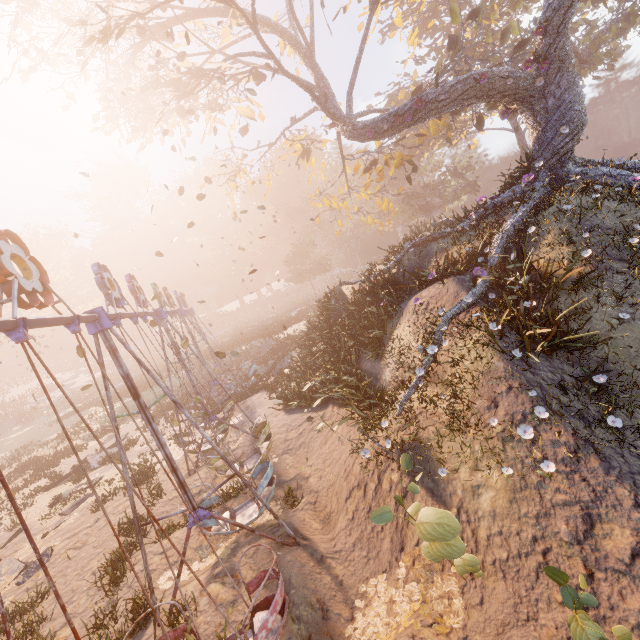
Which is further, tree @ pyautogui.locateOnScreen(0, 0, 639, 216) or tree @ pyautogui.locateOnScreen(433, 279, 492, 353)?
tree @ pyautogui.locateOnScreen(0, 0, 639, 216)

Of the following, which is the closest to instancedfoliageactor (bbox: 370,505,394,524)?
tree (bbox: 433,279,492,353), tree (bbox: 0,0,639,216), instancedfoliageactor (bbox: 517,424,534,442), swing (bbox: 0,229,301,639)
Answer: swing (bbox: 0,229,301,639)

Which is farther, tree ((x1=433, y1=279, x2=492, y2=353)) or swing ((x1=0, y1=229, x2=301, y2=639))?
tree ((x1=433, y1=279, x2=492, y2=353))

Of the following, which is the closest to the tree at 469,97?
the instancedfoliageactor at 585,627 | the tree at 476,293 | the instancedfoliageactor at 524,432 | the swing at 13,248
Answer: the tree at 476,293

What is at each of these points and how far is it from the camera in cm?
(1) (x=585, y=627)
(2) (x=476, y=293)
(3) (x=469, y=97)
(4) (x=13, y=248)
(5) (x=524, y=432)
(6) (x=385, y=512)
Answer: (1) instancedfoliageactor, 308
(2) tree, 969
(3) tree, 1256
(4) swing, 416
(5) instancedfoliageactor, 598
(6) instancedfoliageactor, 463

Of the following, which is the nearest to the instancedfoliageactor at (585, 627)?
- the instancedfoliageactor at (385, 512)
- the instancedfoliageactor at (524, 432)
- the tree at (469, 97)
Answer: the instancedfoliageactor at (385, 512)

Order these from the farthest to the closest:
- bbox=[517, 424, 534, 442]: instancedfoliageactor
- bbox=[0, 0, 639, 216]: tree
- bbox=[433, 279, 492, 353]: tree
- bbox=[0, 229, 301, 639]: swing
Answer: bbox=[0, 0, 639, 216]: tree < bbox=[433, 279, 492, 353]: tree < bbox=[517, 424, 534, 442]: instancedfoliageactor < bbox=[0, 229, 301, 639]: swing

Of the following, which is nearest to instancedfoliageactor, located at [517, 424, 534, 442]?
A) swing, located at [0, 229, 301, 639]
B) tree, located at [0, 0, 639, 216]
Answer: swing, located at [0, 229, 301, 639]
